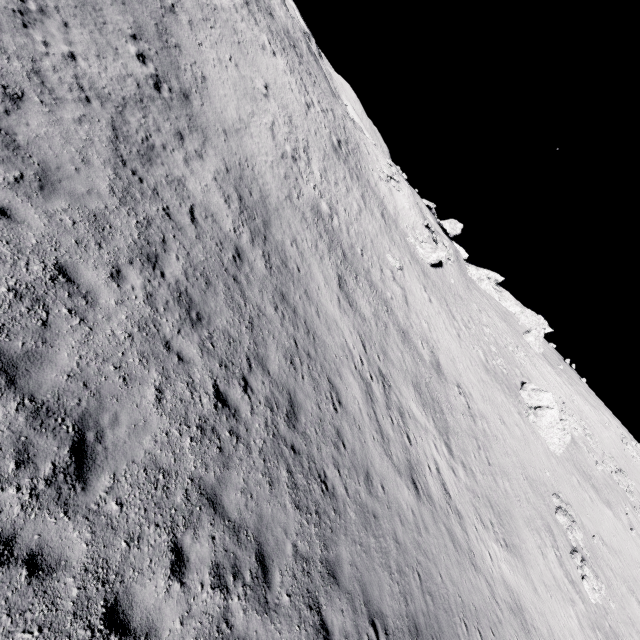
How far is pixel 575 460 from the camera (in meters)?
32.91

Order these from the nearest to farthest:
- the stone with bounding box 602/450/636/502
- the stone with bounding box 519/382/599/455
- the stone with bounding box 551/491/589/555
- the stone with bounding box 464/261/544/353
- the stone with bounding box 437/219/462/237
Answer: the stone with bounding box 551/491/589/555 → the stone with bounding box 519/382/599/455 → the stone with bounding box 602/450/636/502 → the stone with bounding box 464/261/544/353 → the stone with bounding box 437/219/462/237

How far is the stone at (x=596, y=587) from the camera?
21.1 meters

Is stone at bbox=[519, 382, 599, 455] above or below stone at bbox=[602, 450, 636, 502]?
below

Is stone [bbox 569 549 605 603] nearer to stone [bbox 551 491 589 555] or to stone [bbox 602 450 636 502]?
stone [bbox 551 491 589 555]

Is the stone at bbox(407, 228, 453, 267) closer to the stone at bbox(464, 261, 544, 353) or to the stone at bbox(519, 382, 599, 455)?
the stone at bbox(519, 382, 599, 455)

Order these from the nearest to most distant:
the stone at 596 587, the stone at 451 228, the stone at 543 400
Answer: the stone at 596 587 < the stone at 543 400 < the stone at 451 228

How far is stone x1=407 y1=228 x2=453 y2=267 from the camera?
37.2 meters
